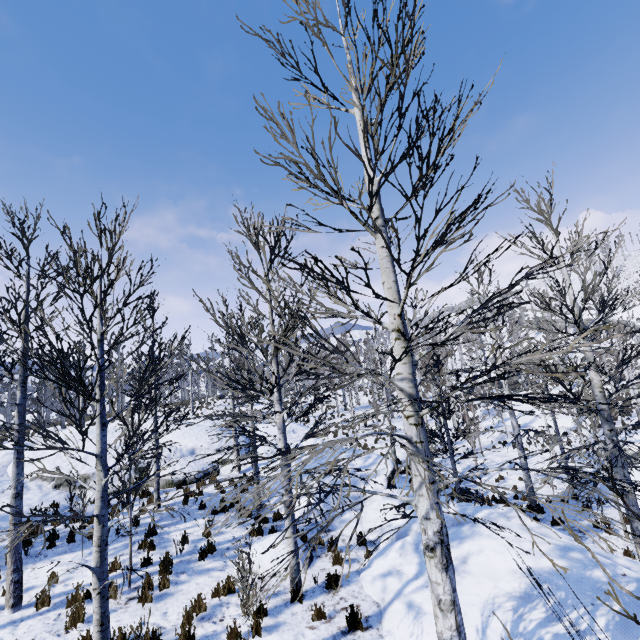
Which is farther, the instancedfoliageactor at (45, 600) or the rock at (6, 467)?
the rock at (6, 467)

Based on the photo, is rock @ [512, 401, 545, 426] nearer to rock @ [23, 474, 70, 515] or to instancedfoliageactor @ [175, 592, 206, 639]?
instancedfoliageactor @ [175, 592, 206, 639]

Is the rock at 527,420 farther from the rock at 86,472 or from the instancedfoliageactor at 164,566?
the rock at 86,472

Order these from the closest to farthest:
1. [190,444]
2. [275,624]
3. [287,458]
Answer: [287,458]
[275,624]
[190,444]

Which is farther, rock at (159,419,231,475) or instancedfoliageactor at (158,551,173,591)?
rock at (159,419,231,475)

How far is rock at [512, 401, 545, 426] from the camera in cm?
2752

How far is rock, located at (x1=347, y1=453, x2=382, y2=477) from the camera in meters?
12.5 m
